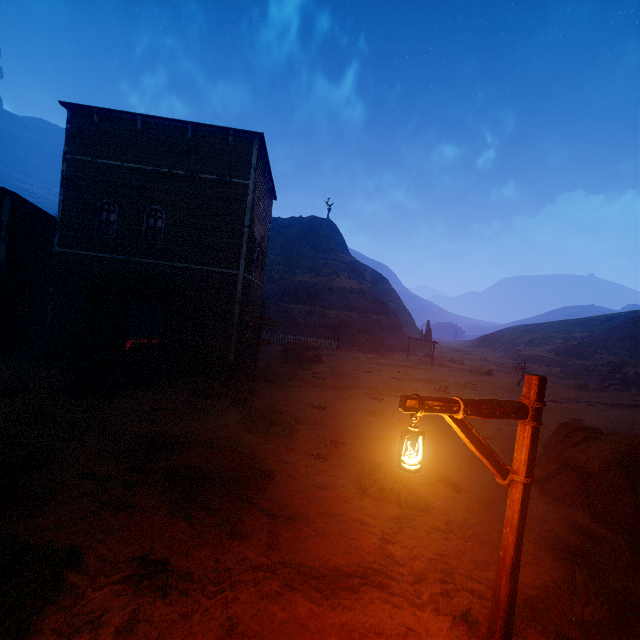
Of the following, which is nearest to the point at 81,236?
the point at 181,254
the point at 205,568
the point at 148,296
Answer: the point at 181,254

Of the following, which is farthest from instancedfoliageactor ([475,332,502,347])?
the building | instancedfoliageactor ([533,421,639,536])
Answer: instancedfoliageactor ([533,421,639,536])

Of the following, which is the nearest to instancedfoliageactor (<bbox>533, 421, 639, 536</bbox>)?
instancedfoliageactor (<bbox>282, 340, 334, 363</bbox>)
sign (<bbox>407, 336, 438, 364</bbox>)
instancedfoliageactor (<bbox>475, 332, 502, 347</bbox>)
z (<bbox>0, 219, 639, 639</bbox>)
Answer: z (<bbox>0, 219, 639, 639</bbox>)

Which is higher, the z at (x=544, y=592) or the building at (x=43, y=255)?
the building at (x=43, y=255)

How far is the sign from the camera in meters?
29.4

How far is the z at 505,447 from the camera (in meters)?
10.23

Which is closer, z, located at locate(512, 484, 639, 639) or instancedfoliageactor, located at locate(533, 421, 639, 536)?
z, located at locate(512, 484, 639, 639)

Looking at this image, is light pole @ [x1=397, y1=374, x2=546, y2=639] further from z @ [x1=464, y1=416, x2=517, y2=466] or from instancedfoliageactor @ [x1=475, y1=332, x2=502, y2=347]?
instancedfoliageactor @ [x1=475, y1=332, x2=502, y2=347]
